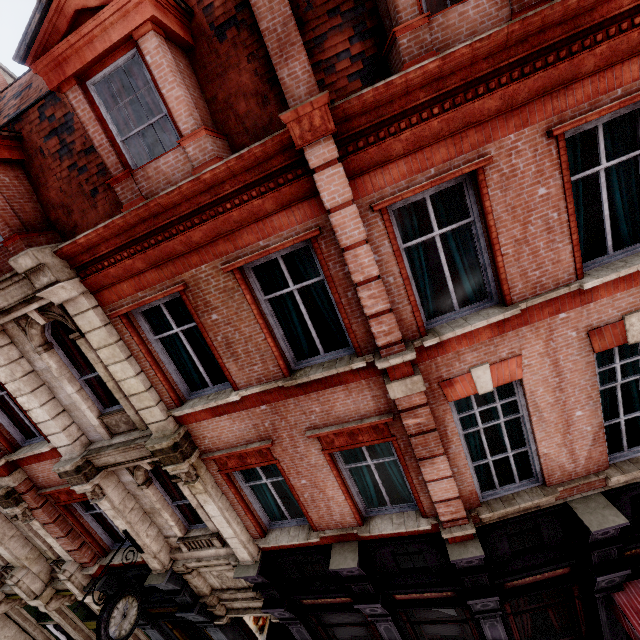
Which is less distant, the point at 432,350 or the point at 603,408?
the point at 432,350

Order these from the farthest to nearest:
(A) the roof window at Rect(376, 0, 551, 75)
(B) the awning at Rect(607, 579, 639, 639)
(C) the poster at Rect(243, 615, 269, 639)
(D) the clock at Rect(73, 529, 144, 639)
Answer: (C) the poster at Rect(243, 615, 269, 639), (D) the clock at Rect(73, 529, 144, 639), (B) the awning at Rect(607, 579, 639, 639), (A) the roof window at Rect(376, 0, 551, 75)

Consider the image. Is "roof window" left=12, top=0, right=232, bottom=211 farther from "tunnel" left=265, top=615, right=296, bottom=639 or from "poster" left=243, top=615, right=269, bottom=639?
"poster" left=243, top=615, right=269, bottom=639

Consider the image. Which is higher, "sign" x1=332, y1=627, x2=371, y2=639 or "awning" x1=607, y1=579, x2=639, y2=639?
"awning" x1=607, y1=579, x2=639, y2=639

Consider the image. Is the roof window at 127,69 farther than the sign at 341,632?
No

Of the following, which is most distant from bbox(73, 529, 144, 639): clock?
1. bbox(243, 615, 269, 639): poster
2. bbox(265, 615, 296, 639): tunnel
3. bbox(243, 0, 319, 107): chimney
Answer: bbox(243, 0, 319, 107): chimney

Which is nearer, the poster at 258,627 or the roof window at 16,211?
the roof window at 16,211

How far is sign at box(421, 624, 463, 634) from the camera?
8.15m
